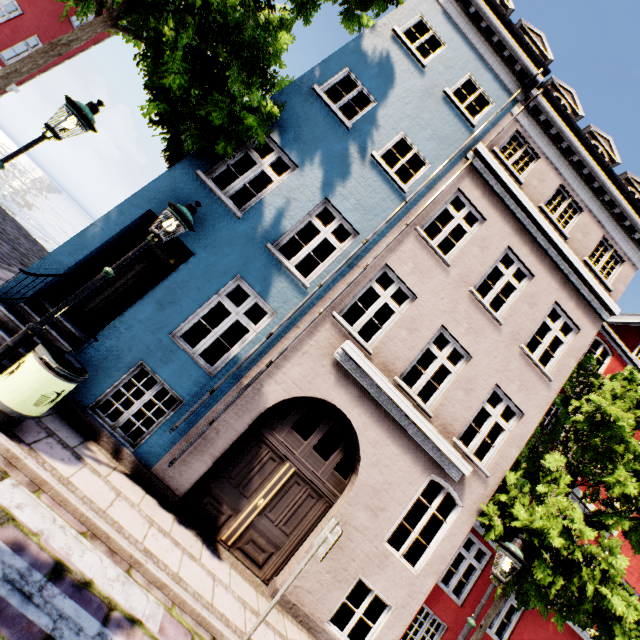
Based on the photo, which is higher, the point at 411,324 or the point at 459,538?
the point at 411,324

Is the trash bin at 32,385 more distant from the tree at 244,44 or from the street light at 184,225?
the tree at 244,44

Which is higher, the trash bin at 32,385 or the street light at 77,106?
the street light at 77,106

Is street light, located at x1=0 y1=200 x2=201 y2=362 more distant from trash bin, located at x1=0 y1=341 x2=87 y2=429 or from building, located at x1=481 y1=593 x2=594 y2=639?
building, located at x1=481 y1=593 x2=594 y2=639

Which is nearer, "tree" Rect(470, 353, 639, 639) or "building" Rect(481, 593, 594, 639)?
"tree" Rect(470, 353, 639, 639)

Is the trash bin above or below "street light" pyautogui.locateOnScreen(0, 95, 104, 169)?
below

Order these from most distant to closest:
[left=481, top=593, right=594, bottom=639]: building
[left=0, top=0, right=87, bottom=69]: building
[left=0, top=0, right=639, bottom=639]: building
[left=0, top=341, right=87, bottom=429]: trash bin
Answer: [left=0, top=0, right=87, bottom=69]: building → [left=481, top=593, right=594, bottom=639]: building → [left=0, top=0, right=639, bottom=639]: building → [left=0, top=341, right=87, bottom=429]: trash bin
